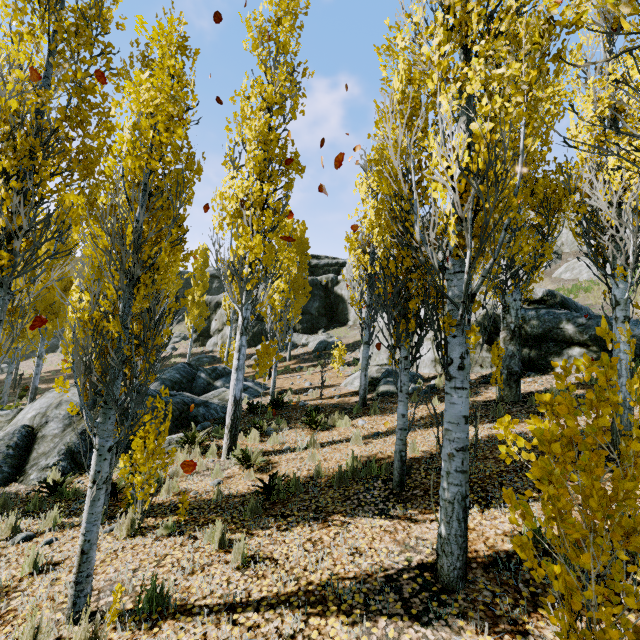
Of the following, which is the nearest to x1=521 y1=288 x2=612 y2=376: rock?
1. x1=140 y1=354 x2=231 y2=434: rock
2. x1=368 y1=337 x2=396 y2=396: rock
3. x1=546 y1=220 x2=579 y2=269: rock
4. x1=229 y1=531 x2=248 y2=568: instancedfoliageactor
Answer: x1=368 y1=337 x2=396 y2=396: rock

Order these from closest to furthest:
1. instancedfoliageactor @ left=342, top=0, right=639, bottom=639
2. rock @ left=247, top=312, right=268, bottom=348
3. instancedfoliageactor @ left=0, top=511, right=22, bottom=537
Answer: instancedfoliageactor @ left=342, top=0, right=639, bottom=639 → instancedfoliageactor @ left=0, top=511, right=22, bottom=537 → rock @ left=247, top=312, right=268, bottom=348

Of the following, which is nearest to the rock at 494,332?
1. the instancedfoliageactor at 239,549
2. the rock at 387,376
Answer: the rock at 387,376

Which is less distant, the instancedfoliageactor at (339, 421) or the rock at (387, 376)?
the instancedfoliageactor at (339, 421)

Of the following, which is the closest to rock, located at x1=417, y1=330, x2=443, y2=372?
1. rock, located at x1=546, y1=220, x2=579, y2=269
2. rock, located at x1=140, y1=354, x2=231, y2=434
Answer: rock, located at x1=140, y1=354, x2=231, y2=434

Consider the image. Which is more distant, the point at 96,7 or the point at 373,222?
the point at 373,222

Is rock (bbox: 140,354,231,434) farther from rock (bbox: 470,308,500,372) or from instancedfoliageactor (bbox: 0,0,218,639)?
rock (bbox: 470,308,500,372)

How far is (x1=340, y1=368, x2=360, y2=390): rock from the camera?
13.8 meters
